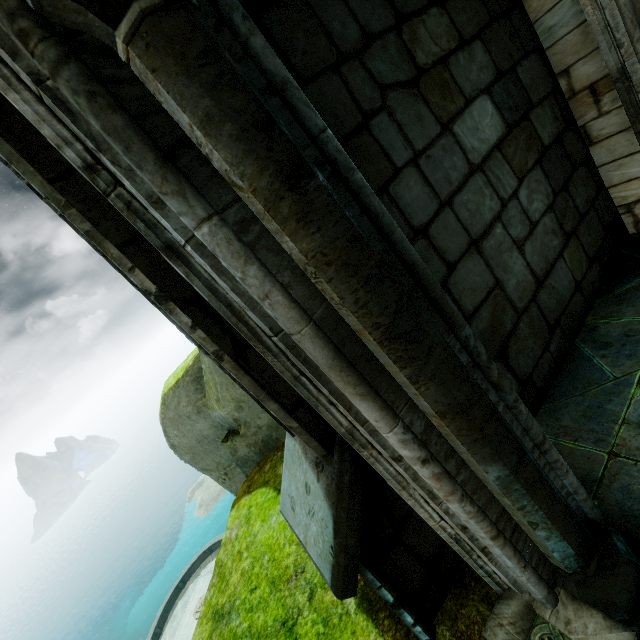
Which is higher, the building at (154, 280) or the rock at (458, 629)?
the building at (154, 280)

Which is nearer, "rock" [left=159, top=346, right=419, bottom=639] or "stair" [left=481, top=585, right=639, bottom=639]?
"stair" [left=481, top=585, right=639, bottom=639]

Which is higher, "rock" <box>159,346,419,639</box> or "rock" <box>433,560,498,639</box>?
"rock" <box>159,346,419,639</box>

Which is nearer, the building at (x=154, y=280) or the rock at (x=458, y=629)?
the building at (x=154, y=280)

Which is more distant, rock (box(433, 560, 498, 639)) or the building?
rock (box(433, 560, 498, 639))

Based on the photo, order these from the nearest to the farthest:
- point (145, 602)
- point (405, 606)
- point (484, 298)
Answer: point (405, 606), point (484, 298), point (145, 602)

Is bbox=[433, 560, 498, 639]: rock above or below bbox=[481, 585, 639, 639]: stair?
below
